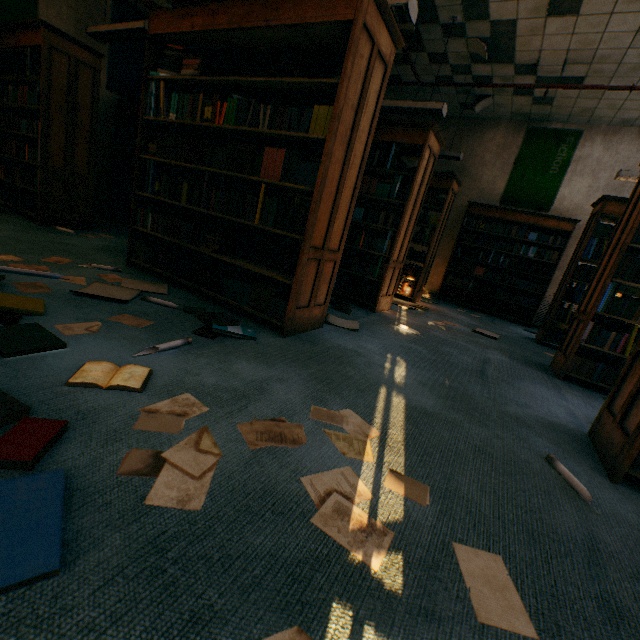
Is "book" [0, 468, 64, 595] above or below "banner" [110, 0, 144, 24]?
below

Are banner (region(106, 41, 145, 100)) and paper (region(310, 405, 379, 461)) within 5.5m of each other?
no

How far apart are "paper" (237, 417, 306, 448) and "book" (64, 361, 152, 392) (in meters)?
0.15

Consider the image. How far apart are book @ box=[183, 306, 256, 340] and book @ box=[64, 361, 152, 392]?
0.54m

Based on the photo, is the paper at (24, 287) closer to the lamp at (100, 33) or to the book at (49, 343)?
the book at (49, 343)

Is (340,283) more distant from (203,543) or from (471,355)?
(203,543)

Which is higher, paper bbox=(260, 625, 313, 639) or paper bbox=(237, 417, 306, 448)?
paper bbox=(237, 417, 306, 448)

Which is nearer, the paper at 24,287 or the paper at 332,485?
the paper at 332,485
